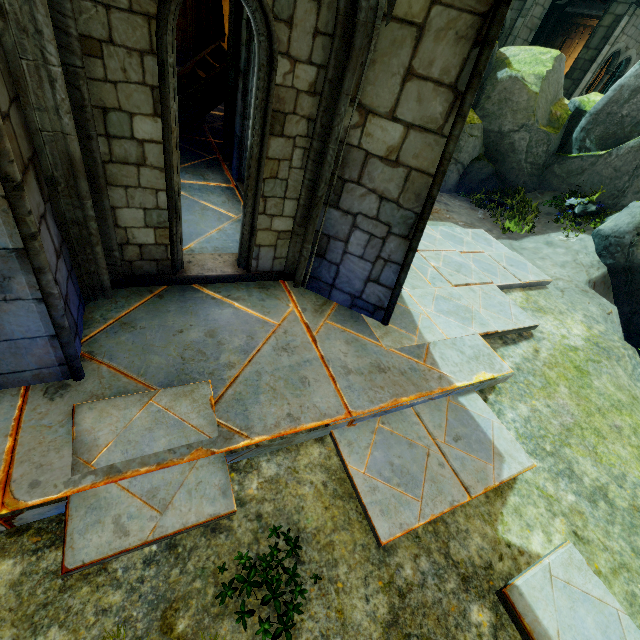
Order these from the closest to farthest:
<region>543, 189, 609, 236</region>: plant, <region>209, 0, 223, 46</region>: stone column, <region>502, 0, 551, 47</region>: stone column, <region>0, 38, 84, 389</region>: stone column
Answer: <region>0, 38, 84, 389</region>: stone column → <region>543, 189, 609, 236</region>: plant → <region>209, 0, 223, 46</region>: stone column → <region>502, 0, 551, 47</region>: stone column

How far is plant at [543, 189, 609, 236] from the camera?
9.0m

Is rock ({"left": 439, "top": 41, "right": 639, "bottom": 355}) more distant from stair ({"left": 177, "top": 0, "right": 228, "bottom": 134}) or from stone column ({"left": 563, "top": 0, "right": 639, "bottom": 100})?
stair ({"left": 177, "top": 0, "right": 228, "bottom": 134})

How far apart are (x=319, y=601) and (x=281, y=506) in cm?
70

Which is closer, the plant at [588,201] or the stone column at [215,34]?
the plant at [588,201]

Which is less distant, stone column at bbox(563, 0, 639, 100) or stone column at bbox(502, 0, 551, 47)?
stone column at bbox(563, 0, 639, 100)

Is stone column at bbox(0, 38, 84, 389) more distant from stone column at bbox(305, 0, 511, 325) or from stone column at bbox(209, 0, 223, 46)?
stone column at bbox(209, 0, 223, 46)

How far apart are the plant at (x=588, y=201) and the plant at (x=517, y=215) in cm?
55
